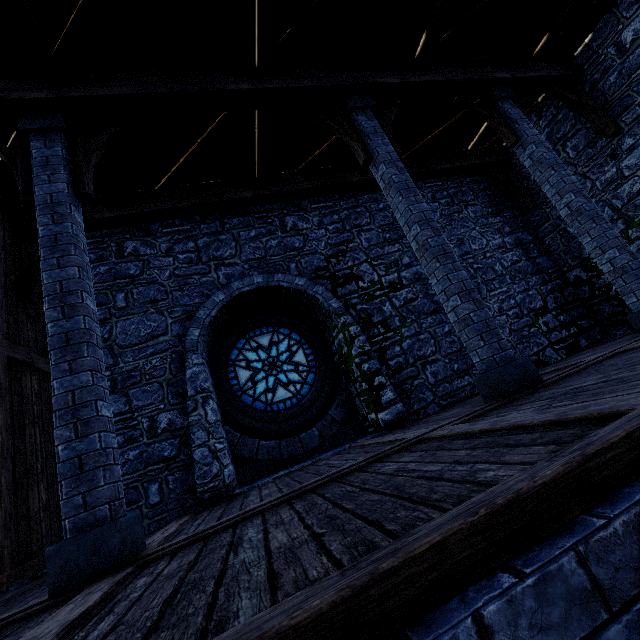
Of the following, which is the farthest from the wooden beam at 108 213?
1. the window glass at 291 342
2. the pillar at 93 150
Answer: the window glass at 291 342

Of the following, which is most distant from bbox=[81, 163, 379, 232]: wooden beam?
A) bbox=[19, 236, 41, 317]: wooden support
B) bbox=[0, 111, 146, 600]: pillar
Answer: bbox=[0, 111, 146, 600]: pillar

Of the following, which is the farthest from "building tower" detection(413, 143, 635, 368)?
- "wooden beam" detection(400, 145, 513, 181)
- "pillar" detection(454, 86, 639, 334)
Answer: "pillar" detection(454, 86, 639, 334)

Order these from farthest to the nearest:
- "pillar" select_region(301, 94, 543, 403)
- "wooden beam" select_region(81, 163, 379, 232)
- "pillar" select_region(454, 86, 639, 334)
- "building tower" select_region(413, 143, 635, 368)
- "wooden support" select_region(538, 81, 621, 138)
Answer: "building tower" select_region(413, 143, 635, 368) < "wooden support" select_region(538, 81, 621, 138) < "wooden beam" select_region(81, 163, 379, 232) < "pillar" select_region(454, 86, 639, 334) < "pillar" select_region(301, 94, 543, 403)

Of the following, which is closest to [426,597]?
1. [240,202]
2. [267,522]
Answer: [267,522]

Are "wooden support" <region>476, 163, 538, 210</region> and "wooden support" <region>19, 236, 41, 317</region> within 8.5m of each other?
no

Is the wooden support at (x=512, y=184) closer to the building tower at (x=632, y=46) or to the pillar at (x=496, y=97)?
the building tower at (x=632, y=46)

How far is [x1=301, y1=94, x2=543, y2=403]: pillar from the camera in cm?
399
